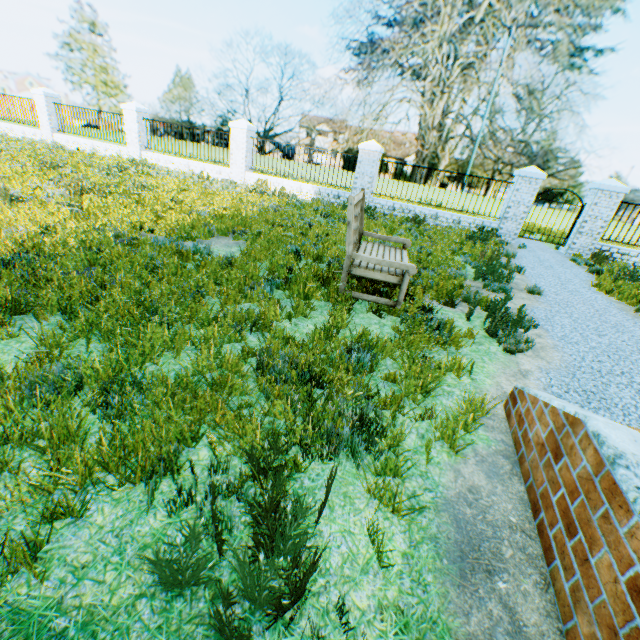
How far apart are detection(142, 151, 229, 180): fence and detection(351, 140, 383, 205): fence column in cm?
563

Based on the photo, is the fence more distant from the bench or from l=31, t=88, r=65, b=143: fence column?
the bench

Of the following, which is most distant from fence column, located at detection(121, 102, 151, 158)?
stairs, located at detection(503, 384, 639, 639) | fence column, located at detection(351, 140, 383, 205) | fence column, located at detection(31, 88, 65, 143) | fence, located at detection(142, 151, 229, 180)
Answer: stairs, located at detection(503, 384, 639, 639)

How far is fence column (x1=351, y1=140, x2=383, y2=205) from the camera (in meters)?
11.95

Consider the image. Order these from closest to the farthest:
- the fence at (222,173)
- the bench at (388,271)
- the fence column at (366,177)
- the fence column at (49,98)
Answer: the bench at (388,271) < the fence column at (366,177) < the fence at (222,173) < the fence column at (49,98)

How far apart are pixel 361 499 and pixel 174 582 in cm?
105

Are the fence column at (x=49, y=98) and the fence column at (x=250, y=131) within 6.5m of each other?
no

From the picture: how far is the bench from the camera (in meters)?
4.12
